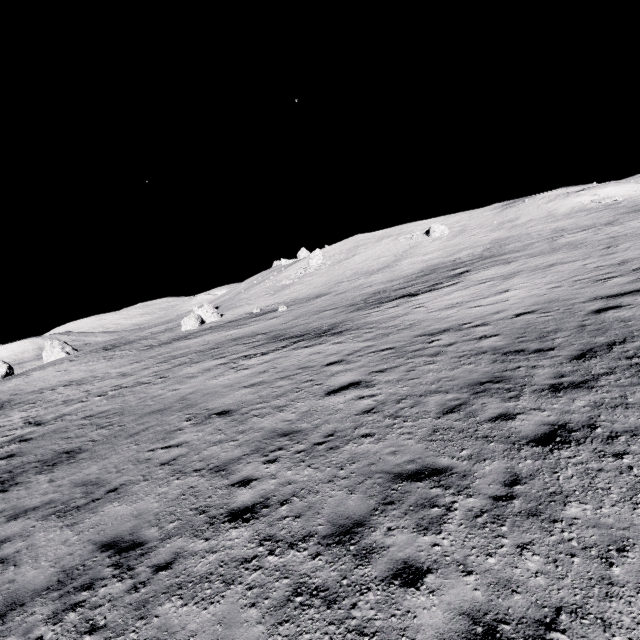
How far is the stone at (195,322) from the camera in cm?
4697

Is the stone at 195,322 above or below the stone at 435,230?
below

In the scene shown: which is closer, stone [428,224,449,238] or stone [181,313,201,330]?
stone [181,313,201,330]

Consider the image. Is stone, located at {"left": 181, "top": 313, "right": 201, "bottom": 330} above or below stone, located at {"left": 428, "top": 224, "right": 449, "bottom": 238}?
below

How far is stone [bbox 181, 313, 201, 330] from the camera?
47.0 meters

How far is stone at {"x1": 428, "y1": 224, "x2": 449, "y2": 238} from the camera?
55.6m

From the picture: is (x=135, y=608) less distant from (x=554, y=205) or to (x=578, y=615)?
(x=578, y=615)
